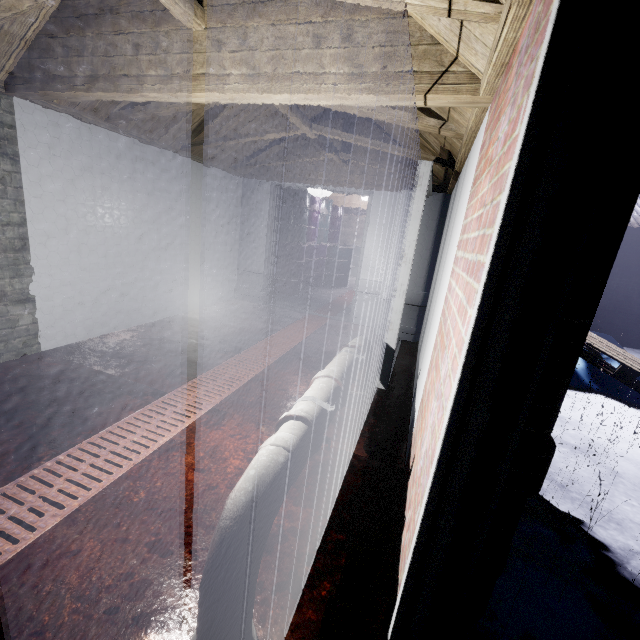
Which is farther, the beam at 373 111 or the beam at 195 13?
the beam at 373 111

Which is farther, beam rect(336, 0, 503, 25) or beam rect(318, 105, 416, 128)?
beam rect(318, 105, 416, 128)

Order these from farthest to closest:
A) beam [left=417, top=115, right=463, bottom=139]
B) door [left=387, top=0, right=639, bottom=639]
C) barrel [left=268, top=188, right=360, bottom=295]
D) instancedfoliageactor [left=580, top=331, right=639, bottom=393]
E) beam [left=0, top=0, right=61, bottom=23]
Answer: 1. barrel [left=268, top=188, right=360, bottom=295]
2. instancedfoliageactor [left=580, top=331, right=639, bottom=393]
3. beam [left=417, top=115, right=463, bottom=139]
4. beam [left=0, top=0, right=61, bottom=23]
5. door [left=387, top=0, right=639, bottom=639]

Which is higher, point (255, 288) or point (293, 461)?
point (293, 461)

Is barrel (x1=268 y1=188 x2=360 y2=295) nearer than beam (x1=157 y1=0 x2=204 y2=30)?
No

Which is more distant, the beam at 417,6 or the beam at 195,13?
the beam at 195,13

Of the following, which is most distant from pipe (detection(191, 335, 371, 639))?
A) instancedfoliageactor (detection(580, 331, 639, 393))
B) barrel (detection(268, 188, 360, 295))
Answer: barrel (detection(268, 188, 360, 295))

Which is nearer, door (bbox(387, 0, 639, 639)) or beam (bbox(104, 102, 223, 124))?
door (bbox(387, 0, 639, 639))
